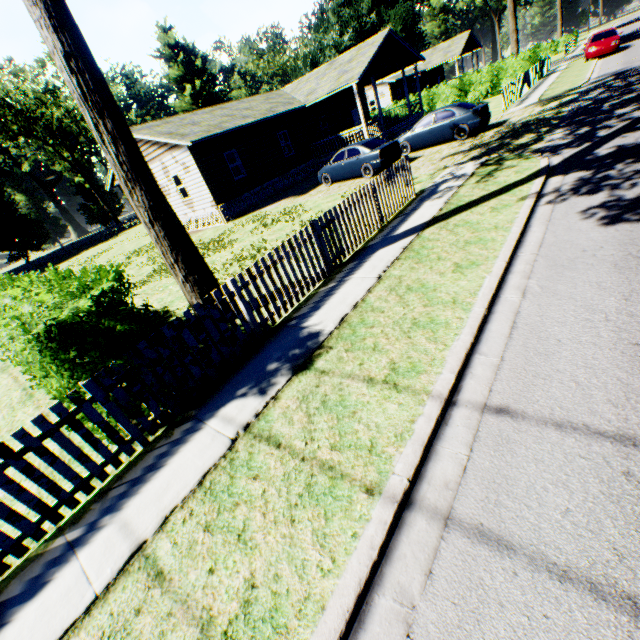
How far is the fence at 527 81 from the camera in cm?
1839

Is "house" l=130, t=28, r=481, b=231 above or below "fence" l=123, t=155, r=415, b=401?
above

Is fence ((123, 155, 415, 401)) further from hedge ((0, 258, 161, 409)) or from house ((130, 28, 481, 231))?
house ((130, 28, 481, 231))

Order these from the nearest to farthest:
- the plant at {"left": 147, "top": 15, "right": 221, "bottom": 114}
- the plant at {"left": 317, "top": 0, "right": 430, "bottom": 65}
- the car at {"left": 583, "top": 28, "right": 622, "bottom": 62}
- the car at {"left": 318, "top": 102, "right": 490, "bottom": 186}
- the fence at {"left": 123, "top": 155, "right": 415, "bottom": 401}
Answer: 1. the fence at {"left": 123, "top": 155, "right": 415, "bottom": 401}
2. the car at {"left": 318, "top": 102, "right": 490, "bottom": 186}
3. the car at {"left": 583, "top": 28, "right": 622, "bottom": 62}
4. the plant at {"left": 147, "top": 15, "right": 221, "bottom": 114}
5. the plant at {"left": 317, "top": 0, "right": 430, "bottom": 65}

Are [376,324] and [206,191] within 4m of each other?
no

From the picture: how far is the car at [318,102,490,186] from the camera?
15.17m

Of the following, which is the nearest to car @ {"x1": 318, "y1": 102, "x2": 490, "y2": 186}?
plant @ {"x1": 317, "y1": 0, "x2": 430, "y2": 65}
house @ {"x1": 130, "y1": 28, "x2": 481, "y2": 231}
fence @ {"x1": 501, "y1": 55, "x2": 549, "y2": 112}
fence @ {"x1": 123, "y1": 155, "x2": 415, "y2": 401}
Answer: house @ {"x1": 130, "y1": 28, "x2": 481, "y2": 231}

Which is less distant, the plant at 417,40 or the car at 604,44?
the car at 604,44
